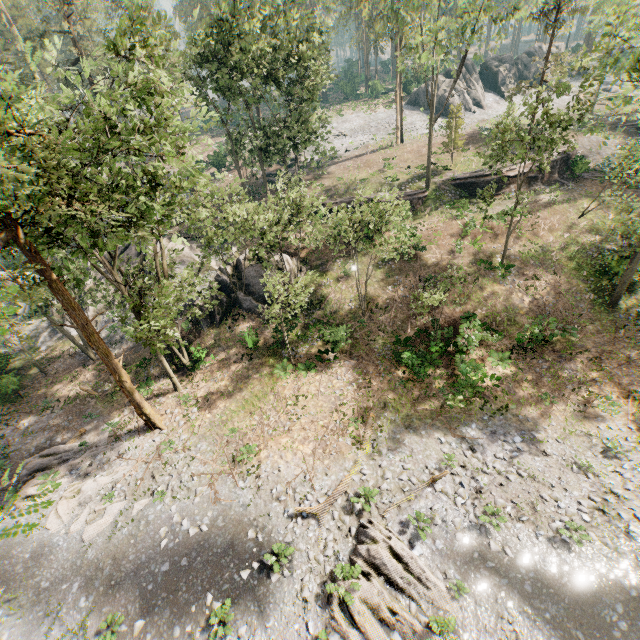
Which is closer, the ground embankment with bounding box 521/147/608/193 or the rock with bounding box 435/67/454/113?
the ground embankment with bounding box 521/147/608/193

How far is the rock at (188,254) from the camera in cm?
2991

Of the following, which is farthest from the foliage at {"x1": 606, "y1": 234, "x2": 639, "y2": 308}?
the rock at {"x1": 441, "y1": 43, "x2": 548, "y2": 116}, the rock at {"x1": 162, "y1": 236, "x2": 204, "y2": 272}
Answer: the rock at {"x1": 162, "y1": 236, "x2": 204, "y2": 272}

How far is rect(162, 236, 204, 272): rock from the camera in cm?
2991

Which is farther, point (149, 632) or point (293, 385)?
point (293, 385)

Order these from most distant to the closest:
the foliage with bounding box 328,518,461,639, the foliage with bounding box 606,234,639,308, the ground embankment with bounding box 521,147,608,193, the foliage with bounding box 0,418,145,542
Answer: the ground embankment with bounding box 521,147,608,193 → the foliage with bounding box 606,234,639,308 → the foliage with bounding box 0,418,145,542 → the foliage with bounding box 328,518,461,639

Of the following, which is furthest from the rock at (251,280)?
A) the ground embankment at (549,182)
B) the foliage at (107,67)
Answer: the ground embankment at (549,182)

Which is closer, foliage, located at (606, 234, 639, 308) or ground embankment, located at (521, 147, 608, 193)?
foliage, located at (606, 234, 639, 308)
